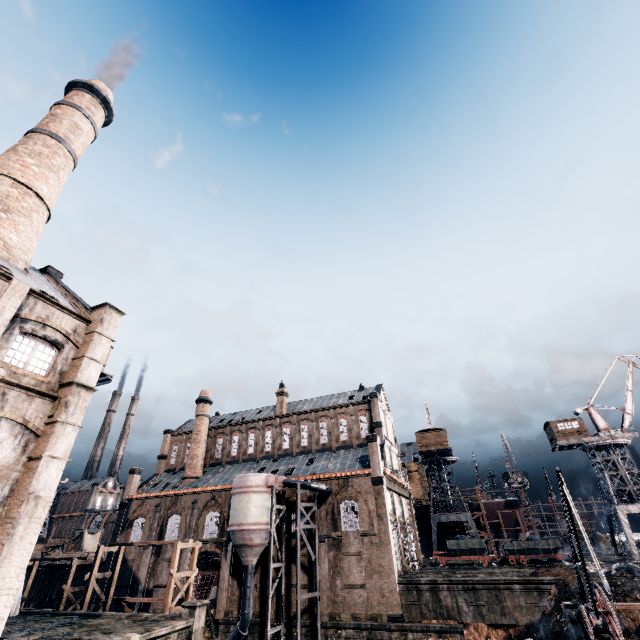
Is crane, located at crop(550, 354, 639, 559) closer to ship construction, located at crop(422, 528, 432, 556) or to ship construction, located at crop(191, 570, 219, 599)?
ship construction, located at crop(422, 528, 432, 556)

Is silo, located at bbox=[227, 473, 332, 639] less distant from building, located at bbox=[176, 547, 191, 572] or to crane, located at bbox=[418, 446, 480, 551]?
building, located at bbox=[176, 547, 191, 572]

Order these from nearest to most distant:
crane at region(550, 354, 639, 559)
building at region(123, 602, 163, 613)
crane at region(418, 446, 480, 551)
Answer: building at region(123, 602, 163, 613) → crane at region(550, 354, 639, 559) → crane at region(418, 446, 480, 551)

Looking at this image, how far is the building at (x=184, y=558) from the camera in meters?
37.6 m

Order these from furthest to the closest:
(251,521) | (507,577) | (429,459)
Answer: (429,459), (251,521), (507,577)

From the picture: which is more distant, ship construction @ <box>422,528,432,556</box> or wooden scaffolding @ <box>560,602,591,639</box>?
ship construction @ <box>422,528,432,556</box>

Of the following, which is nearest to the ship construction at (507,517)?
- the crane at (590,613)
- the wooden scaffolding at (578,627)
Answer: the wooden scaffolding at (578,627)

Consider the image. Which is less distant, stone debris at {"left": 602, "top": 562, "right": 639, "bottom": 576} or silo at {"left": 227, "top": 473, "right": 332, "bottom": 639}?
stone debris at {"left": 602, "top": 562, "right": 639, "bottom": 576}
